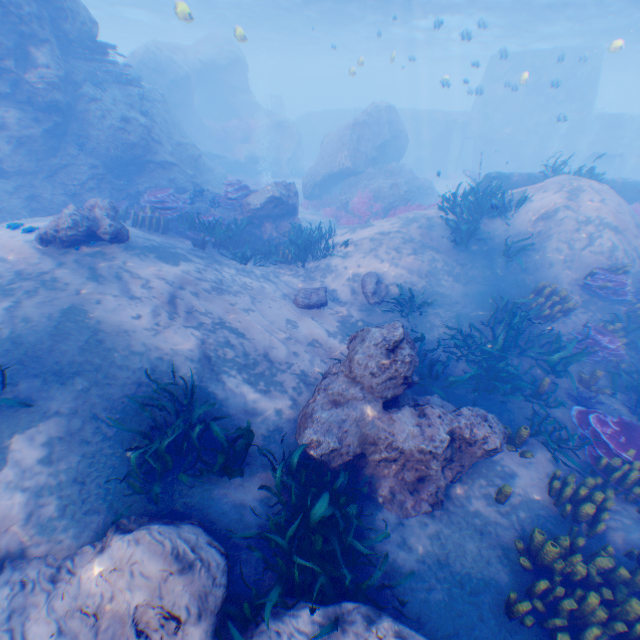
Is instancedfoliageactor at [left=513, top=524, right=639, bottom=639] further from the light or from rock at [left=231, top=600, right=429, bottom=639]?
the light

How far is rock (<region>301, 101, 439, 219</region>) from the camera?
17.7 meters

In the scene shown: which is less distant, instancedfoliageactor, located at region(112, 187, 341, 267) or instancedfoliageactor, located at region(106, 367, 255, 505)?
instancedfoliageactor, located at region(106, 367, 255, 505)

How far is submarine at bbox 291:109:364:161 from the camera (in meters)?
36.22

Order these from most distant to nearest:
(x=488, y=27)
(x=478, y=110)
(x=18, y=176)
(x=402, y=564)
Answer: (x=478, y=110) < (x=488, y=27) < (x=18, y=176) < (x=402, y=564)

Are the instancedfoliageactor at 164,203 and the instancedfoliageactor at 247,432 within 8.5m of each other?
yes

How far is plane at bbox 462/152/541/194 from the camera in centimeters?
1427cm

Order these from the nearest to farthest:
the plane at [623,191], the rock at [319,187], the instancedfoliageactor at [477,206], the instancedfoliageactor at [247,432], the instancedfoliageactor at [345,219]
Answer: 1. the instancedfoliageactor at [247,432]
2. the instancedfoliageactor at [477,206]
3. the plane at [623,191]
4. the instancedfoliageactor at [345,219]
5. the rock at [319,187]
